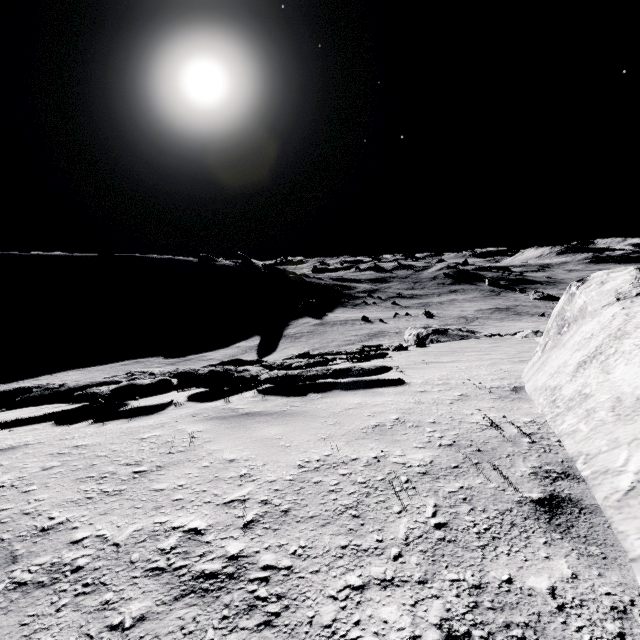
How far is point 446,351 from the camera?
12.4 meters
